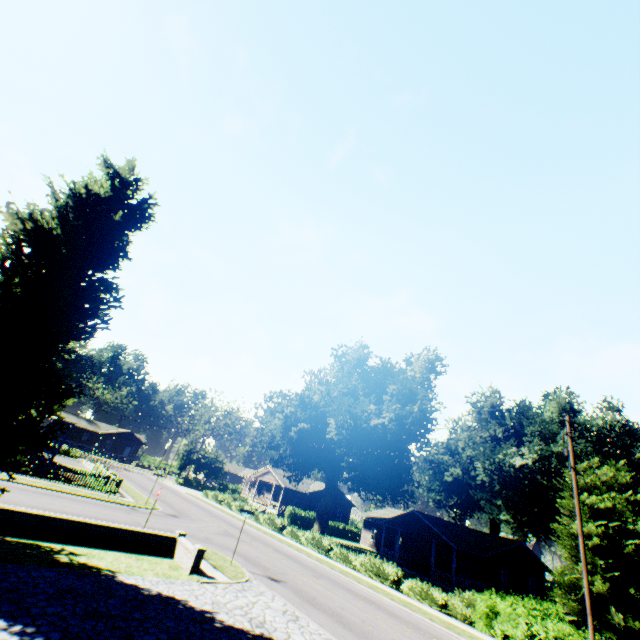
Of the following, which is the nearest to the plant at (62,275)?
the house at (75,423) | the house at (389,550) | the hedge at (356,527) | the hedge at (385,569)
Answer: the house at (75,423)

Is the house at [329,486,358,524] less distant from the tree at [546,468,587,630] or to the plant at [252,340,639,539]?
the plant at [252,340,639,539]

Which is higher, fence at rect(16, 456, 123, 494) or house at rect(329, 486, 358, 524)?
house at rect(329, 486, 358, 524)

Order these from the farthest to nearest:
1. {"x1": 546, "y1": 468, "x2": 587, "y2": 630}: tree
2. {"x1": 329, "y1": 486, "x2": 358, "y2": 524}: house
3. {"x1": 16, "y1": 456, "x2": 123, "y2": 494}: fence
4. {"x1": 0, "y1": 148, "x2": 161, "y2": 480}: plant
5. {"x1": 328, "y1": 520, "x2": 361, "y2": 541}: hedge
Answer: {"x1": 329, "y1": 486, "x2": 358, "y2": 524}: house → {"x1": 328, "y1": 520, "x2": 361, "y2": 541}: hedge → {"x1": 16, "y1": 456, "x2": 123, "y2": 494}: fence → {"x1": 546, "y1": 468, "x2": 587, "y2": 630}: tree → {"x1": 0, "y1": 148, "x2": 161, "y2": 480}: plant

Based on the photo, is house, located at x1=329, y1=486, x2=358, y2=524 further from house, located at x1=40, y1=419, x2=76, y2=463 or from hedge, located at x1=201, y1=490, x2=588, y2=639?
house, located at x1=40, y1=419, x2=76, y2=463

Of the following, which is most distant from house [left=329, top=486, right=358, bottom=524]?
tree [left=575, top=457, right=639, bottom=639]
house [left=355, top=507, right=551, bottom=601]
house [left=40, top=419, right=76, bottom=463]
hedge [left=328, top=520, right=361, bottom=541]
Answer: tree [left=575, top=457, right=639, bottom=639]

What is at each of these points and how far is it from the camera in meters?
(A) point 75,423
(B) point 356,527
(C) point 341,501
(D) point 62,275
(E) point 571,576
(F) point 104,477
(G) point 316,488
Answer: (A) house, 36.2 m
(B) hedge, 51.1 m
(C) house, 54.6 m
(D) plant, 13.0 m
(E) tree, 23.6 m
(F) fence, 26.7 m
(G) house, 52.1 m

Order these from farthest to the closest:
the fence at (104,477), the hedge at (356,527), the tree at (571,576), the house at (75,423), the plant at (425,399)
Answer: the hedge at (356,527) → the house at (75,423) → the plant at (425,399) → the fence at (104,477) → the tree at (571,576)
